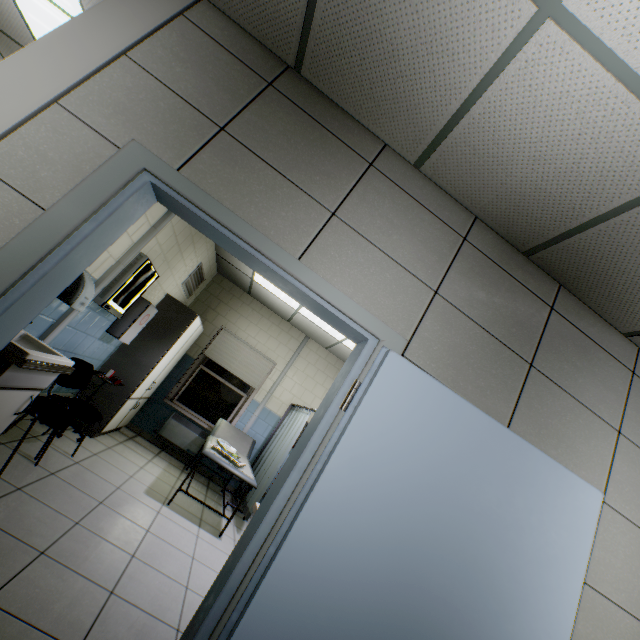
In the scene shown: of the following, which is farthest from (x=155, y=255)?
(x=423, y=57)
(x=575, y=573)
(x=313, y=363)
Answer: (x=575, y=573)

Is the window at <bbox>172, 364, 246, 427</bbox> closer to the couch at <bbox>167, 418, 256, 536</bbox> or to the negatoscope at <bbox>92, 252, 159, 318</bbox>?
the couch at <bbox>167, 418, 256, 536</bbox>

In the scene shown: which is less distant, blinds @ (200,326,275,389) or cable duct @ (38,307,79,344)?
cable duct @ (38,307,79,344)

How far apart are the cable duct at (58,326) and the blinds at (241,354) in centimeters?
204cm

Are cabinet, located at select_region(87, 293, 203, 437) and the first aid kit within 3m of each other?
yes

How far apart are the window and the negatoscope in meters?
2.7

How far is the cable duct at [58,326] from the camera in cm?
289

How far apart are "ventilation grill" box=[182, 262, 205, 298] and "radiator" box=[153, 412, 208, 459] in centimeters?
217cm
